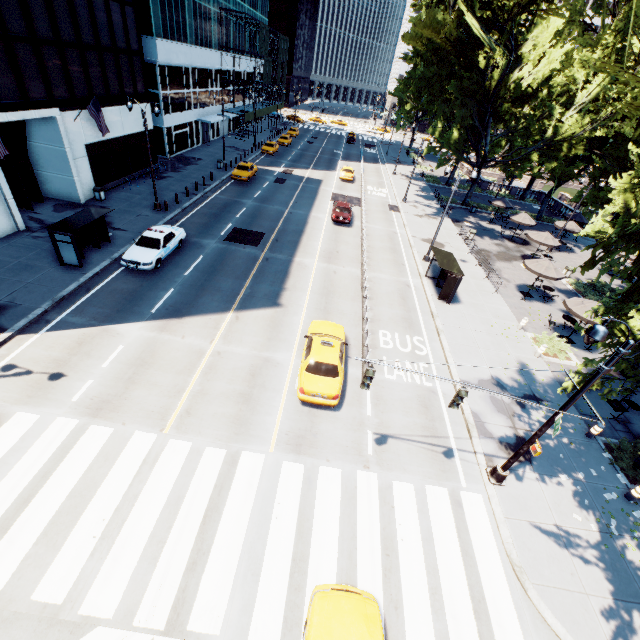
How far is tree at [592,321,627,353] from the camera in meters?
10.7

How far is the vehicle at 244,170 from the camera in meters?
35.3

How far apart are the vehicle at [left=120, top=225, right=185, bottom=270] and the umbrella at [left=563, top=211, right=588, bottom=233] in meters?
36.6

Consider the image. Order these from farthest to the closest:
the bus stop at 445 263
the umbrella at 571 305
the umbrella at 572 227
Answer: the umbrella at 572 227, the bus stop at 445 263, the umbrella at 571 305

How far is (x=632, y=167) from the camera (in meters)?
34.97

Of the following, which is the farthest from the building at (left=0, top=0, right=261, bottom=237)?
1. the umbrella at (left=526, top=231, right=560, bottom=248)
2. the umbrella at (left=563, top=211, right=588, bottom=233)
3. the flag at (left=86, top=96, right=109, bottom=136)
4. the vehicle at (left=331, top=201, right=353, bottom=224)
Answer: the umbrella at (left=563, top=211, right=588, bottom=233)

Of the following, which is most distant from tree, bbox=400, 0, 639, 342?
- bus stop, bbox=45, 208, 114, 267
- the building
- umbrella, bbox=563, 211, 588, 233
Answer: the building

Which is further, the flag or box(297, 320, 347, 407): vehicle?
the flag
